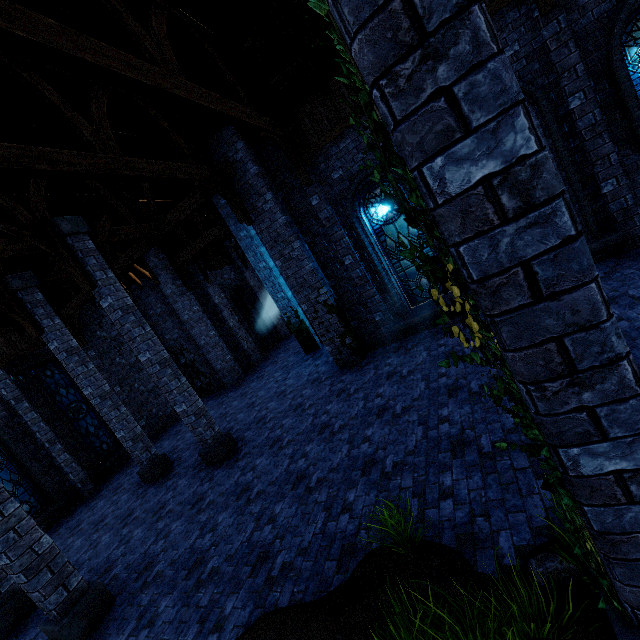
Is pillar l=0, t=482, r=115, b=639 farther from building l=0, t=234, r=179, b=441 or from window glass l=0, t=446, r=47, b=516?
window glass l=0, t=446, r=47, b=516

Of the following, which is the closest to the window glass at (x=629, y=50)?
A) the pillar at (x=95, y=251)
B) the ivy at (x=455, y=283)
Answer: the ivy at (x=455, y=283)

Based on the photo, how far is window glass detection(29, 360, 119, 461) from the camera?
13.0m

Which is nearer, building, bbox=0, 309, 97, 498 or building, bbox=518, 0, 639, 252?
building, bbox=518, 0, 639, 252

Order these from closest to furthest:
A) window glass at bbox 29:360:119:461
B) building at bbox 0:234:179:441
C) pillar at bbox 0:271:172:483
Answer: pillar at bbox 0:271:172:483, building at bbox 0:234:179:441, window glass at bbox 29:360:119:461

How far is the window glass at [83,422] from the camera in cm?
1302

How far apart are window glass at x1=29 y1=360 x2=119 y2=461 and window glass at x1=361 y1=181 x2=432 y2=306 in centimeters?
1378cm

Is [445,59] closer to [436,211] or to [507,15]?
[436,211]
